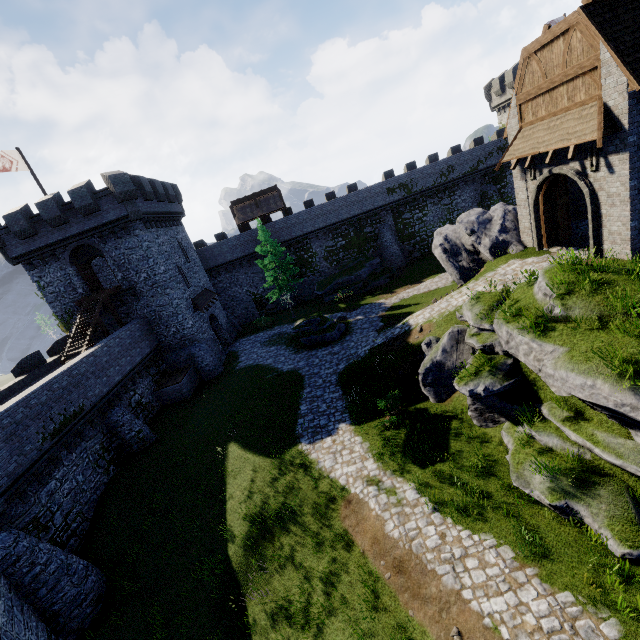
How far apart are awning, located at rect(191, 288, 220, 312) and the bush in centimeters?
1944cm

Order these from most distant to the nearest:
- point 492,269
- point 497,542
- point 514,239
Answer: point 514,239 → point 492,269 → point 497,542

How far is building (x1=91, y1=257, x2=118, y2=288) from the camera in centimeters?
3034cm

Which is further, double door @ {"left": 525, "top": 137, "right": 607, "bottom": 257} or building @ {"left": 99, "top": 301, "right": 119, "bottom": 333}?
building @ {"left": 99, "top": 301, "right": 119, "bottom": 333}

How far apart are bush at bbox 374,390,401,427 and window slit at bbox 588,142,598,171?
11.7m

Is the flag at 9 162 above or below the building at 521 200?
above

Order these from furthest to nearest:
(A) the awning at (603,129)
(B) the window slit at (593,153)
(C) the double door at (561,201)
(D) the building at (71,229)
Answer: (D) the building at (71,229)
(C) the double door at (561,201)
(B) the window slit at (593,153)
(A) the awning at (603,129)

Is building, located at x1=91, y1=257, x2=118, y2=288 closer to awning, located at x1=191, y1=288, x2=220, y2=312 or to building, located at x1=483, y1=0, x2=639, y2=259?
awning, located at x1=191, y1=288, x2=220, y2=312
